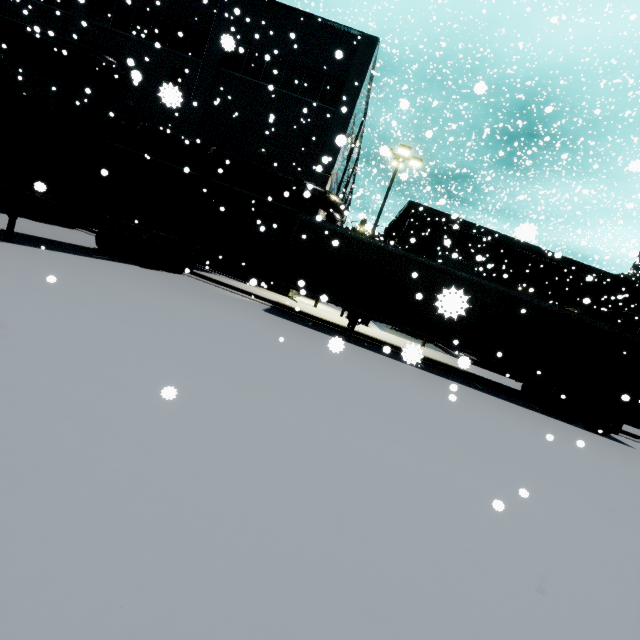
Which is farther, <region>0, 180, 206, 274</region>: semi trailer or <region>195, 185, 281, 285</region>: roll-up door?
<region>195, 185, 281, 285</region>: roll-up door

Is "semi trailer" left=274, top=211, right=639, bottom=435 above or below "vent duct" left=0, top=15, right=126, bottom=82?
below

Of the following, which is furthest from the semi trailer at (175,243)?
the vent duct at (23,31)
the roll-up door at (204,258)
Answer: the vent duct at (23,31)

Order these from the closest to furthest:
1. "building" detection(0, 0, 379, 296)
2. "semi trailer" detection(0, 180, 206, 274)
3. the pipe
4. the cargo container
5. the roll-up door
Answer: the cargo container < "semi trailer" detection(0, 180, 206, 274) < the pipe < "building" detection(0, 0, 379, 296) < the roll-up door

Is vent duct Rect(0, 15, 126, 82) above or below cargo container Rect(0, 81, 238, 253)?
above

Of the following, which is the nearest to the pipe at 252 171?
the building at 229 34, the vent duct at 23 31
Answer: the building at 229 34

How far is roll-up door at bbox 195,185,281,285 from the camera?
19.12m

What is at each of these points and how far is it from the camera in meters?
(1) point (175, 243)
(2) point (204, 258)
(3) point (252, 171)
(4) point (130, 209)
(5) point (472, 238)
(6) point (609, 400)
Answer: (1) semi trailer, 14.2
(2) roll-up door, 19.6
(3) pipe, 17.2
(4) cargo container, 11.3
(5) building, 28.3
(6) semi trailer, 12.2
